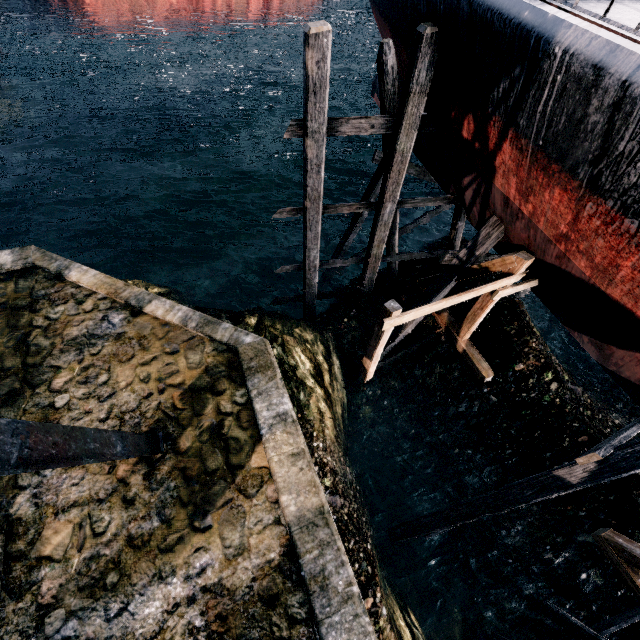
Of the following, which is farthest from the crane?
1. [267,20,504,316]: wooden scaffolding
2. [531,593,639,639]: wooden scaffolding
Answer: [267,20,504,316]: wooden scaffolding

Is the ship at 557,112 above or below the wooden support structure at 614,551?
above

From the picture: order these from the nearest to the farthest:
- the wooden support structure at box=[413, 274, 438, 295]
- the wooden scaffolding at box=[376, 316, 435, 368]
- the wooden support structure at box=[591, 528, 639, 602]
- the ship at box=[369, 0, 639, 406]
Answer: the ship at box=[369, 0, 639, 406], the wooden support structure at box=[591, 528, 639, 602], the wooden support structure at box=[413, 274, 438, 295], the wooden scaffolding at box=[376, 316, 435, 368]

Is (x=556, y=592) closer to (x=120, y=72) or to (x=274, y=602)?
(x=274, y=602)

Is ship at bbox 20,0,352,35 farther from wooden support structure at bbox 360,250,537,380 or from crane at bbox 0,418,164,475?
crane at bbox 0,418,164,475

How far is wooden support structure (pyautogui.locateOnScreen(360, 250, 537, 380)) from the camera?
7.8 meters

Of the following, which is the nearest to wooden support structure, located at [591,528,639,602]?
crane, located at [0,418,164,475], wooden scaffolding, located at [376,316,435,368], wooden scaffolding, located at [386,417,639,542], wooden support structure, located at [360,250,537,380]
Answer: wooden scaffolding, located at [386,417,639,542]

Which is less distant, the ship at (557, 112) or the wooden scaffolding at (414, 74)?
the ship at (557, 112)
